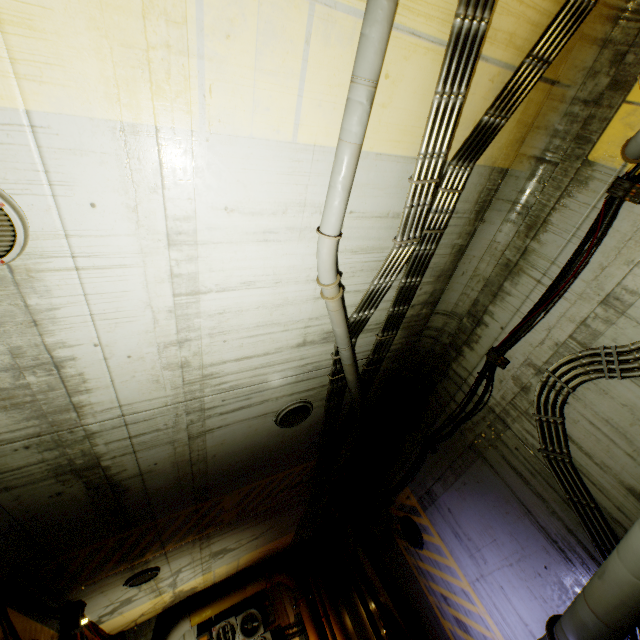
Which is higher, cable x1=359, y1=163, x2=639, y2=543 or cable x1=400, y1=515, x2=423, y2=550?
cable x1=359, y1=163, x2=639, y2=543

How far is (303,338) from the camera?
5.22m

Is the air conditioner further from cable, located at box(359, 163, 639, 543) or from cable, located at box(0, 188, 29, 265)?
cable, located at box(0, 188, 29, 265)

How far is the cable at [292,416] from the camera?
6.3m

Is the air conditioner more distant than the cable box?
No

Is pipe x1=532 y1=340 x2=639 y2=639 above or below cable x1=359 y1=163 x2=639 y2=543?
below

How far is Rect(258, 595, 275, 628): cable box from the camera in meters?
11.7

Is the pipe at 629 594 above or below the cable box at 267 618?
below
